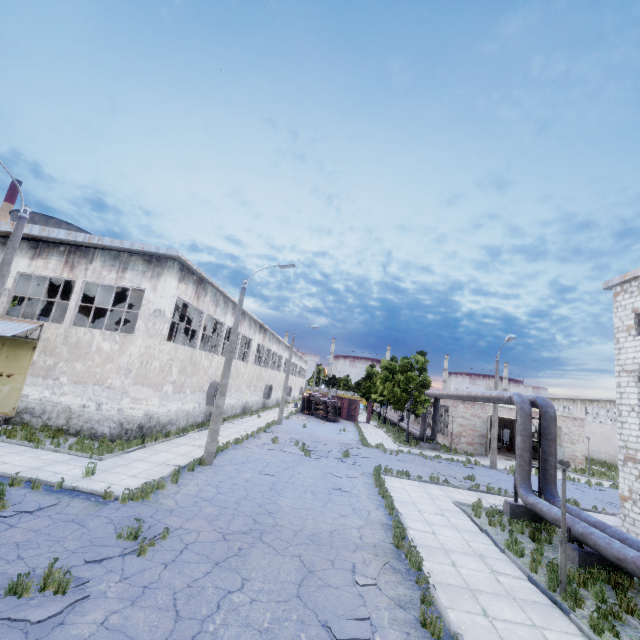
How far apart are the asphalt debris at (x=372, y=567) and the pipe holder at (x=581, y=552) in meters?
6.5

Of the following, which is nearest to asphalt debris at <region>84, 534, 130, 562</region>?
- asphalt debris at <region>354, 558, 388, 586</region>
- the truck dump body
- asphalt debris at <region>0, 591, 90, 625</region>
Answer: asphalt debris at <region>0, 591, 90, 625</region>

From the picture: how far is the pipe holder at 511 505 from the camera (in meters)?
13.64

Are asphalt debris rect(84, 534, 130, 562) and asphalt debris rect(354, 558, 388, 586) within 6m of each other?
yes

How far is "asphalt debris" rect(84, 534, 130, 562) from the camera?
6.75m

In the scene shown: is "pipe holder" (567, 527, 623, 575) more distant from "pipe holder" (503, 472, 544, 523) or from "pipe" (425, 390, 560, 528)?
"pipe holder" (503, 472, 544, 523)

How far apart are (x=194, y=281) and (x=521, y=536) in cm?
2024

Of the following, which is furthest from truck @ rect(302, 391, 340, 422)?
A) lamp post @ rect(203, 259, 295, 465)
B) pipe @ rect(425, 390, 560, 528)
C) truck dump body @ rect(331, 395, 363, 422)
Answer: lamp post @ rect(203, 259, 295, 465)
